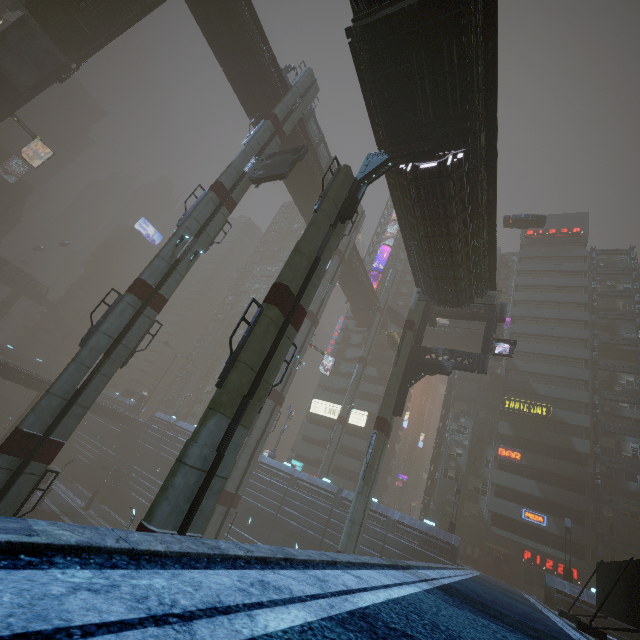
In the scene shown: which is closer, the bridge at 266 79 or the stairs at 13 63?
the bridge at 266 79

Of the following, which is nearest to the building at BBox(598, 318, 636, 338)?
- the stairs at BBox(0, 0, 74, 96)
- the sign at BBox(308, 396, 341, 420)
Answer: the sign at BBox(308, 396, 341, 420)

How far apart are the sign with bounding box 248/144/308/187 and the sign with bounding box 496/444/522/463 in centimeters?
3870cm

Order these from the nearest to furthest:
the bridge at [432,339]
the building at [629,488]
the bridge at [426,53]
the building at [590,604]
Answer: the bridge at [426,53] < the building at [590,604] < the building at [629,488] < the bridge at [432,339]

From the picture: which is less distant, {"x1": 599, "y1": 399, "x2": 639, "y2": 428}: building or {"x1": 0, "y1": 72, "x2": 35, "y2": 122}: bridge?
{"x1": 0, "y1": 72, "x2": 35, "y2": 122}: bridge

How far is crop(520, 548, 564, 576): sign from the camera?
33.3m

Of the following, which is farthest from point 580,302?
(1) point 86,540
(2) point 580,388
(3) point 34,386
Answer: (3) point 34,386

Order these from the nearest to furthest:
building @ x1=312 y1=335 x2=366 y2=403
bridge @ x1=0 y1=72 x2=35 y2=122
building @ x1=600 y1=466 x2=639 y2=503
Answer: building @ x1=600 y1=466 x2=639 y2=503 < bridge @ x1=0 y1=72 x2=35 y2=122 < building @ x1=312 y1=335 x2=366 y2=403
